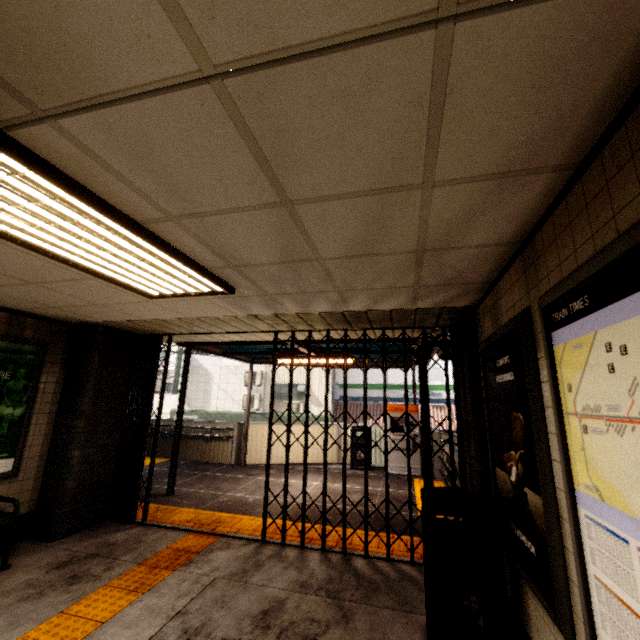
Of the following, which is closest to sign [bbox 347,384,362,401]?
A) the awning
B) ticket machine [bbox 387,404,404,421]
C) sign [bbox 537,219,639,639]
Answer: the awning

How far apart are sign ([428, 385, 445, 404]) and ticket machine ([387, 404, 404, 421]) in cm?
835

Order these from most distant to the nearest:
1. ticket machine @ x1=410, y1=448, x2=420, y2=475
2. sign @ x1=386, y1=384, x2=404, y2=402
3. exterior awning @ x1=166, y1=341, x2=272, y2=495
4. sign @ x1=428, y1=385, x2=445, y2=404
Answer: sign @ x1=386, y1=384, x2=404, y2=402 < sign @ x1=428, y1=385, x2=445, y2=404 < ticket machine @ x1=410, y1=448, x2=420, y2=475 < exterior awning @ x1=166, y1=341, x2=272, y2=495

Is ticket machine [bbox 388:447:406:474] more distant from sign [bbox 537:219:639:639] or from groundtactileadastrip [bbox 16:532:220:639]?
sign [bbox 537:219:639:639]

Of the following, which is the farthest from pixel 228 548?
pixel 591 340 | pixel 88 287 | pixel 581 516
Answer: pixel 591 340

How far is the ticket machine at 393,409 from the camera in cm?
918

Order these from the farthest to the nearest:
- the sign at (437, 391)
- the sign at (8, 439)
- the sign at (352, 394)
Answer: the sign at (352, 394), the sign at (437, 391), the sign at (8, 439)

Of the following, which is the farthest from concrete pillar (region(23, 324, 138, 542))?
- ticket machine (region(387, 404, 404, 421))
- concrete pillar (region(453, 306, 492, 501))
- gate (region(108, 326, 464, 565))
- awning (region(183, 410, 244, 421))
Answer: awning (region(183, 410, 244, 421))
